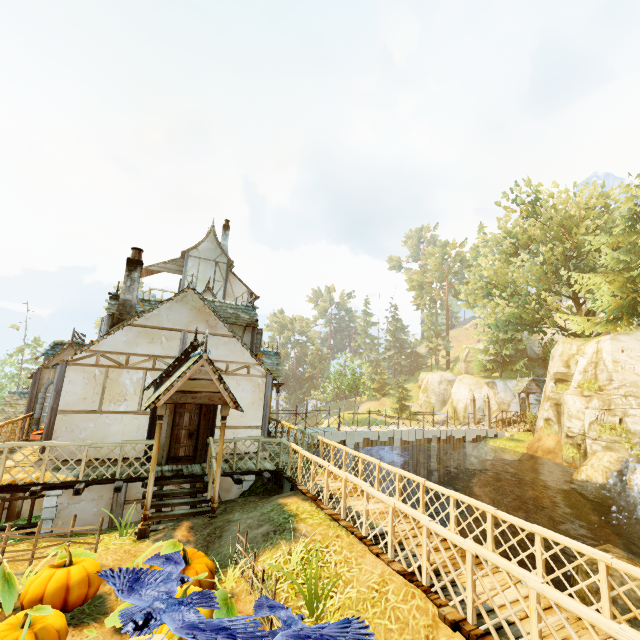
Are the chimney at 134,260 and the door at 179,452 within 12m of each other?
yes

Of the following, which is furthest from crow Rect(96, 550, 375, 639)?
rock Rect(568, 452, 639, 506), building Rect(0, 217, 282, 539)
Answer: rock Rect(568, 452, 639, 506)

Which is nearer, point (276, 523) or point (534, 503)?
point (276, 523)

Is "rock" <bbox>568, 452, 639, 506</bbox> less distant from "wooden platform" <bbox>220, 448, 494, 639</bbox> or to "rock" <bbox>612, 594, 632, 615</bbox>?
"rock" <bbox>612, 594, 632, 615</bbox>

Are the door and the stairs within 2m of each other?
yes

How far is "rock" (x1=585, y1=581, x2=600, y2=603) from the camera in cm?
1329

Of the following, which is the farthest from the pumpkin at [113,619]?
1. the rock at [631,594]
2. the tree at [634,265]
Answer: the rock at [631,594]

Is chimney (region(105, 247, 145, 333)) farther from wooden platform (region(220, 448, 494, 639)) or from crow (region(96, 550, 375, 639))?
crow (region(96, 550, 375, 639))
